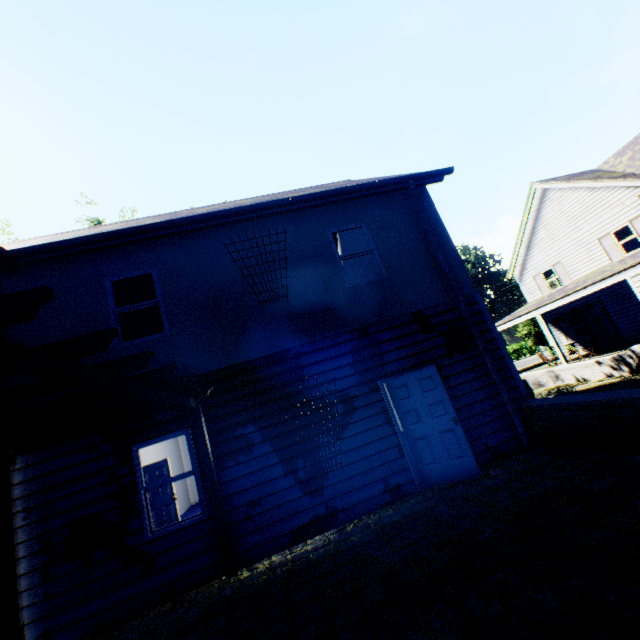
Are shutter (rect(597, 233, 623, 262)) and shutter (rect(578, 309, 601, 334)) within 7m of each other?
yes

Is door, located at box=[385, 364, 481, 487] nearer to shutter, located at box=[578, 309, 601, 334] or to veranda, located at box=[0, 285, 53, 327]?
veranda, located at box=[0, 285, 53, 327]

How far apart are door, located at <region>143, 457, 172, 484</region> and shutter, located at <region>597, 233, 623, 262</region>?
23.86m

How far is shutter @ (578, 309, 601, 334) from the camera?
19.9m

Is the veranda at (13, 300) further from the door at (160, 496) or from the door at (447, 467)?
the door at (160, 496)

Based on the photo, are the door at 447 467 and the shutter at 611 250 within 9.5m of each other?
no

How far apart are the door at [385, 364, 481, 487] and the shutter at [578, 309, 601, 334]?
19.8m

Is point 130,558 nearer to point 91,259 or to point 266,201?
point 91,259
